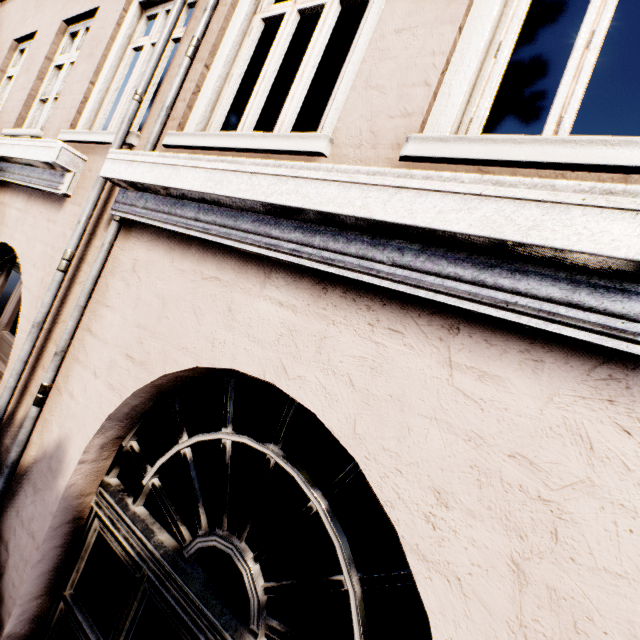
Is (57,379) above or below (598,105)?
below
